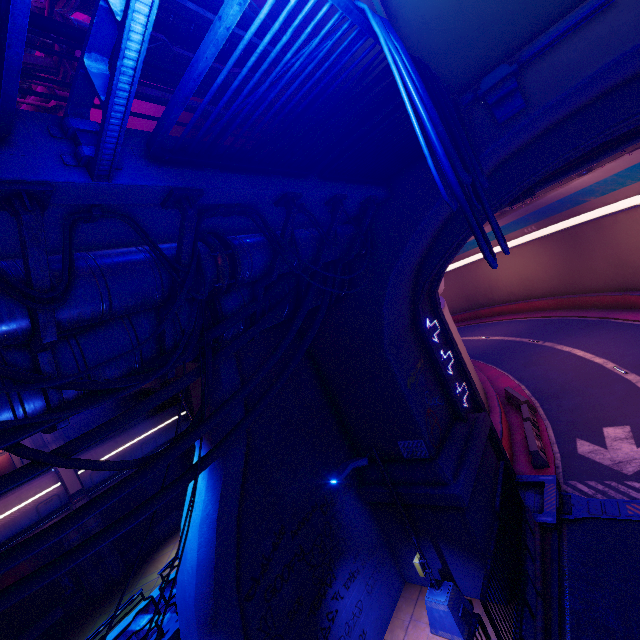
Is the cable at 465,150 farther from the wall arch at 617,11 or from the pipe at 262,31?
the pipe at 262,31

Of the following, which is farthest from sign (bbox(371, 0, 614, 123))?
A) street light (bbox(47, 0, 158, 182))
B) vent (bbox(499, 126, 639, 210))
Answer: street light (bbox(47, 0, 158, 182))

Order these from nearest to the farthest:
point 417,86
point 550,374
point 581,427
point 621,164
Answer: point 417,86 < point 581,427 < point 621,164 < point 550,374

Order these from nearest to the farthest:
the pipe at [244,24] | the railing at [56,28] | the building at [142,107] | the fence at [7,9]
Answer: the fence at [7,9] < the railing at [56,28] < the pipe at [244,24] < the building at [142,107]

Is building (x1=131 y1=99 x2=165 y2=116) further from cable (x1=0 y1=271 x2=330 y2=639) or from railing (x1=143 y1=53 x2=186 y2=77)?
railing (x1=143 y1=53 x2=186 y2=77)

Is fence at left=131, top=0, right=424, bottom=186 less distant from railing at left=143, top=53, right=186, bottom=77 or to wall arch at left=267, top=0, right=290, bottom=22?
railing at left=143, top=53, right=186, bottom=77

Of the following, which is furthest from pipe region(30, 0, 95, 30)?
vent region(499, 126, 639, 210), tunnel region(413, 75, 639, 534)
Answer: vent region(499, 126, 639, 210)

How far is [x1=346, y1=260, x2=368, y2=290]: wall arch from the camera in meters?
9.4 m
